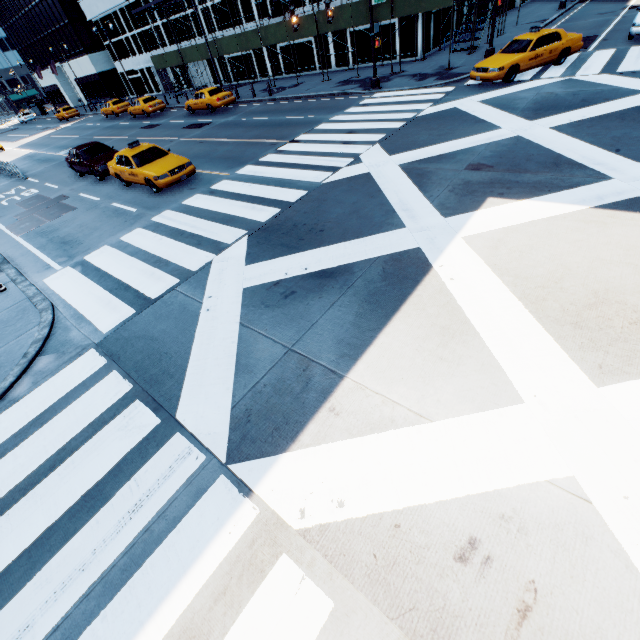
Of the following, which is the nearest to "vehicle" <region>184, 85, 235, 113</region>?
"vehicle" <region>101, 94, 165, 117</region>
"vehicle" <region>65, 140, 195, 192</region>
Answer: "vehicle" <region>101, 94, 165, 117</region>

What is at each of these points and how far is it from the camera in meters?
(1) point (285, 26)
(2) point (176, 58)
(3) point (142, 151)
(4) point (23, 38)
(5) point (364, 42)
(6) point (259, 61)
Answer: (1) scaffolding, 24.2 m
(2) scaffolding, 33.2 m
(3) vehicle, 13.8 m
(4) building, 56.9 m
(5) building, 25.3 m
(6) building, 32.1 m

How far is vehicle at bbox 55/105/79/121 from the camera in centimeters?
4409cm

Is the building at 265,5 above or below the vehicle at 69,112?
above

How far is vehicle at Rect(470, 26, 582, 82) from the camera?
14.7 meters

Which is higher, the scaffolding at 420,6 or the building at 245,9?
the building at 245,9

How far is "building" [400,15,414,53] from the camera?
22.7 meters

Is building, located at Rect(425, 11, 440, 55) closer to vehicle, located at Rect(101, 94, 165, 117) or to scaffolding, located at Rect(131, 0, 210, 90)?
scaffolding, located at Rect(131, 0, 210, 90)
